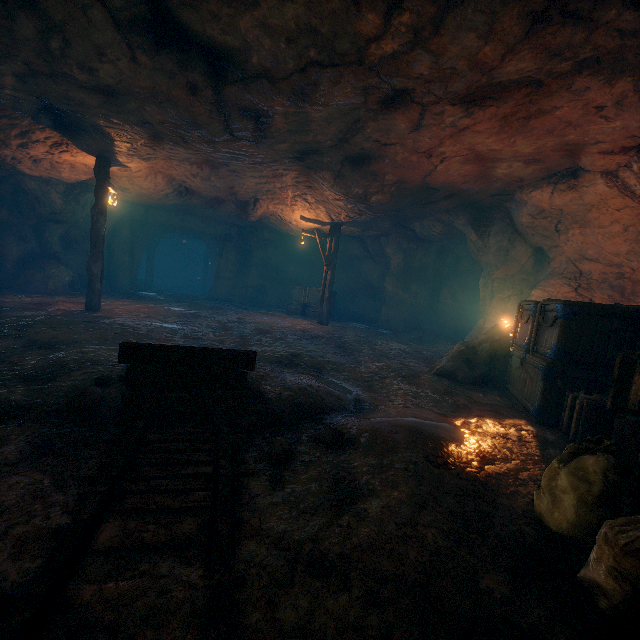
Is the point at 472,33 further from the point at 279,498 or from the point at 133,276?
the point at 133,276

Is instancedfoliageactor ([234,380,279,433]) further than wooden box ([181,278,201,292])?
No

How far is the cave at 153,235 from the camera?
19.1m

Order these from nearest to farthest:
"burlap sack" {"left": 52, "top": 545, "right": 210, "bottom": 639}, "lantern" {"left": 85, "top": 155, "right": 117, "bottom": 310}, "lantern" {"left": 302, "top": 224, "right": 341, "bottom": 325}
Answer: "burlap sack" {"left": 52, "top": 545, "right": 210, "bottom": 639}, "lantern" {"left": 85, "top": 155, "right": 117, "bottom": 310}, "lantern" {"left": 302, "top": 224, "right": 341, "bottom": 325}

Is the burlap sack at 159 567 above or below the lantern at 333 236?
below

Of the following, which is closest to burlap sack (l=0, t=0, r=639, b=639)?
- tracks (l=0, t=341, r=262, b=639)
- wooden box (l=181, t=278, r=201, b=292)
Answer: tracks (l=0, t=341, r=262, b=639)

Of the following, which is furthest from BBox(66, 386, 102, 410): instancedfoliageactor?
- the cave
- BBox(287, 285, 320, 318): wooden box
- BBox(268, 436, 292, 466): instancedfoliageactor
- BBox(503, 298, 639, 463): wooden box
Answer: the cave

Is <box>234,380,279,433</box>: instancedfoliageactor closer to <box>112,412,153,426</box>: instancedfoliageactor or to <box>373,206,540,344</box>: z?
<box>112,412,153,426</box>: instancedfoliageactor
